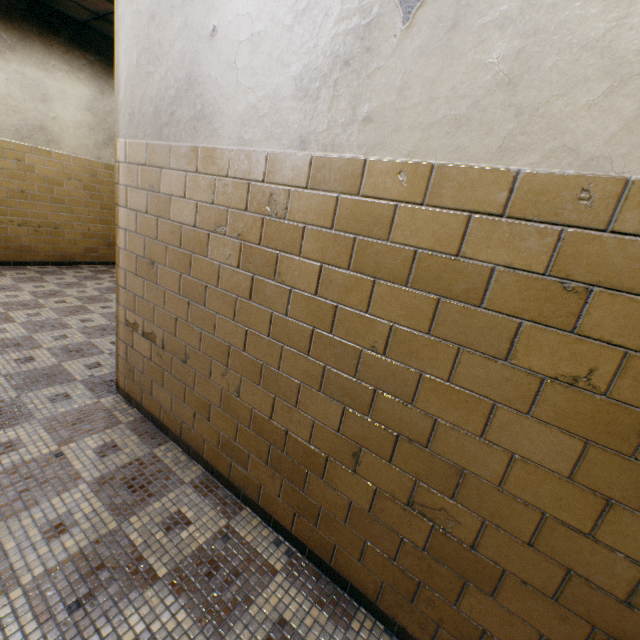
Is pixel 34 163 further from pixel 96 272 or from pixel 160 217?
pixel 160 217
